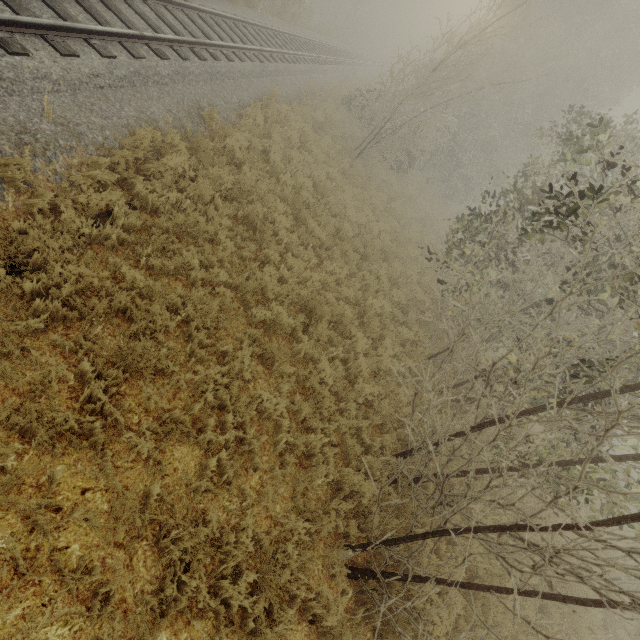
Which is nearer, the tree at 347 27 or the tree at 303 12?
the tree at 303 12

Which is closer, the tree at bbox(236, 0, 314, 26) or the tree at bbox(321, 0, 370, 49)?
the tree at bbox(236, 0, 314, 26)

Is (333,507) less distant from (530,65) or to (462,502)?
(462,502)
